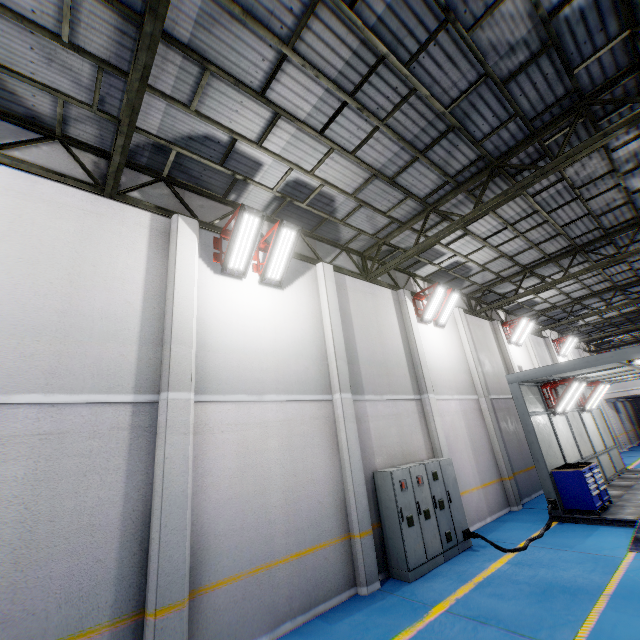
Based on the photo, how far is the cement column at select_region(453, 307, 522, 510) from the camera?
11.76m

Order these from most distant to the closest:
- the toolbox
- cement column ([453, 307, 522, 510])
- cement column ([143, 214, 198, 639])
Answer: cement column ([453, 307, 522, 510]) → the toolbox → cement column ([143, 214, 198, 639])

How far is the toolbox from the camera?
9.4m

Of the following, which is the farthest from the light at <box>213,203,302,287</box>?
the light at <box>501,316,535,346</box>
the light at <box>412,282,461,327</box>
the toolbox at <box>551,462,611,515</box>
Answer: the light at <box>501,316,535,346</box>

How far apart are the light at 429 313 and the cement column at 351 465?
4.1 meters

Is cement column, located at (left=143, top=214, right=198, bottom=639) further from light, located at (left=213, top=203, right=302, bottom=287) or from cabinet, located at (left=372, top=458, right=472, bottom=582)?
cabinet, located at (left=372, top=458, right=472, bottom=582)

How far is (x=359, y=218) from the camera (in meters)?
9.69

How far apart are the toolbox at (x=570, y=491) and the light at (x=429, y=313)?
5.93m
